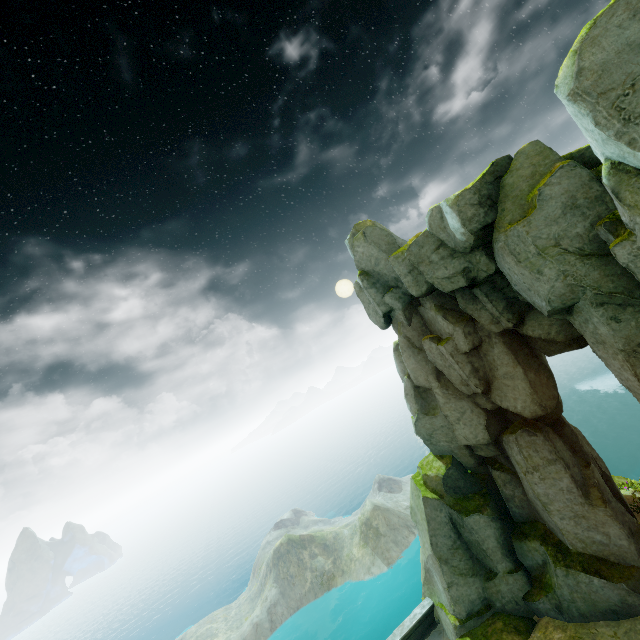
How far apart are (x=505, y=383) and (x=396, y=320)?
6.1m
